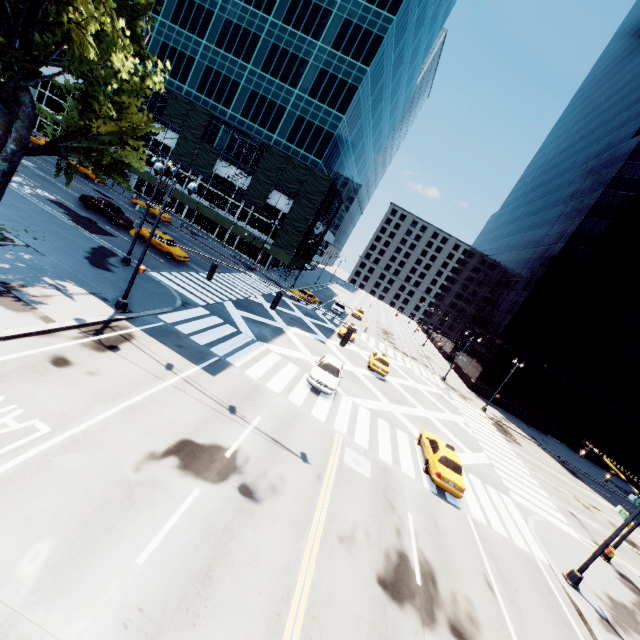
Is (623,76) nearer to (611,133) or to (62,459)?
(611,133)

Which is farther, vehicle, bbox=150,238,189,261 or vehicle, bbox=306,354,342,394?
vehicle, bbox=150,238,189,261

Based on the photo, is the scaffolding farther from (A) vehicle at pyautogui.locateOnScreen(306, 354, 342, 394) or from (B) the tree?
(A) vehicle at pyautogui.locateOnScreen(306, 354, 342, 394)

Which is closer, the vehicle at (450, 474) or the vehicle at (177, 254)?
the vehicle at (450, 474)

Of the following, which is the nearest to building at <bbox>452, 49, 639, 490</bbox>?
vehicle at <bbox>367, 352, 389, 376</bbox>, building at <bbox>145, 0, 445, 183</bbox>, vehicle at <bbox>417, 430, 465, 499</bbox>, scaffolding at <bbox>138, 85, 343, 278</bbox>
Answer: vehicle at <bbox>367, 352, 389, 376</bbox>

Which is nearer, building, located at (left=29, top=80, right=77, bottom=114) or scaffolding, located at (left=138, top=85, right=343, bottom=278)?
scaffolding, located at (left=138, top=85, right=343, bottom=278)

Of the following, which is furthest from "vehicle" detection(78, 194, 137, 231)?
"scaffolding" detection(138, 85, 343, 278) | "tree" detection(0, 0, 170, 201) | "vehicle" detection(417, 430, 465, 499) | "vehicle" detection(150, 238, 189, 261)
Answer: "vehicle" detection(417, 430, 465, 499)

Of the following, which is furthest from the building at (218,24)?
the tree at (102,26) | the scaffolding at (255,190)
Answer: the tree at (102,26)
